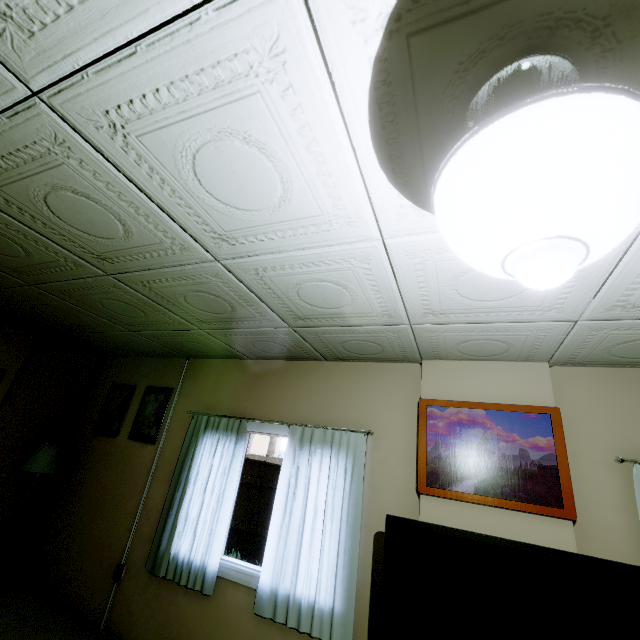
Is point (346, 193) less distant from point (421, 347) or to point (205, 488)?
point (421, 347)

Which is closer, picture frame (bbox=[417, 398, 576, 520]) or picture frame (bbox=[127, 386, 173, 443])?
picture frame (bbox=[417, 398, 576, 520])

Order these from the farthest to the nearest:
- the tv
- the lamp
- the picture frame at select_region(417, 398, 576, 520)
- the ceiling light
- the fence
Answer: the fence, the lamp, the picture frame at select_region(417, 398, 576, 520), the tv, the ceiling light

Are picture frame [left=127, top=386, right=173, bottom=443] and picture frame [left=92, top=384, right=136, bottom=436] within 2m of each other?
yes

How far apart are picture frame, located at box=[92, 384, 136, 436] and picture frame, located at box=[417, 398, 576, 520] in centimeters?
379cm

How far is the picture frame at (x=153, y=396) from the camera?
3.99m

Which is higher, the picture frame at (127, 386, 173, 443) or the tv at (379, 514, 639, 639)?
the picture frame at (127, 386, 173, 443)

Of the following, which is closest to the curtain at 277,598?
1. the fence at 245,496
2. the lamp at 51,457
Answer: the lamp at 51,457
